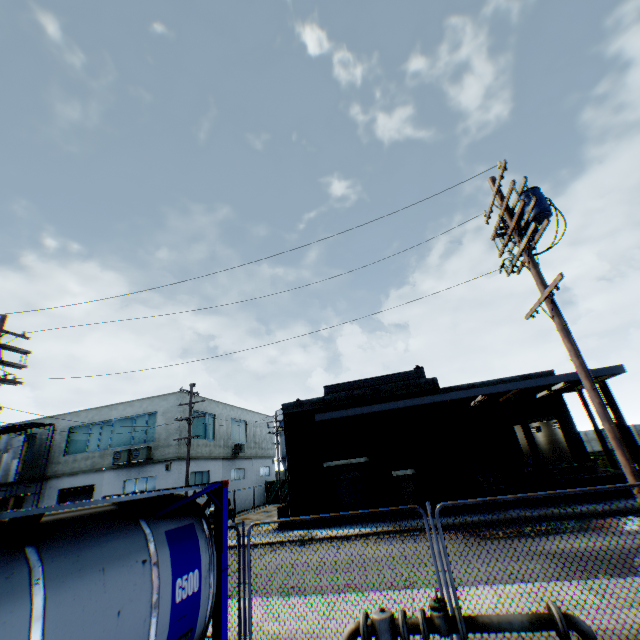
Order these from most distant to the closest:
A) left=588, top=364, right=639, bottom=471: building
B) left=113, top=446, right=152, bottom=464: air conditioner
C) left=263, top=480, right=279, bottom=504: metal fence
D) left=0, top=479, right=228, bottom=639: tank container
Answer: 1. left=263, top=480, right=279, bottom=504: metal fence
2. left=113, top=446, right=152, bottom=464: air conditioner
3. left=588, top=364, right=639, bottom=471: building
4. left=0, top=479, right=228, bottom=639: tank container

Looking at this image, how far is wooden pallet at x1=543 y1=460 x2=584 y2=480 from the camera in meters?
16.3 m

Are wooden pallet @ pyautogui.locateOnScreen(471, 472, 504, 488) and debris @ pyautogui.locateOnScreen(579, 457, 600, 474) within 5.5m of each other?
yes

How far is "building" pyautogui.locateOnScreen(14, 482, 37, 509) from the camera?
26.0m

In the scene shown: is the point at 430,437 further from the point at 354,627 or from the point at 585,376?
the point at 354,627

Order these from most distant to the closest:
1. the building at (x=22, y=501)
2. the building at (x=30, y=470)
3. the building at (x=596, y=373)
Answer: the building at (x=30, y=470)
the building at (x=22, y=501)
the building at (x=596, y=373)

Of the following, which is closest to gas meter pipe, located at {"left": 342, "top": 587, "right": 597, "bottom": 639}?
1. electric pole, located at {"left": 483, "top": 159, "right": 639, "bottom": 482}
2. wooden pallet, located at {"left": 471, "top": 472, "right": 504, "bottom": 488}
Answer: electric pole, located at {"left": 483, "top": 159, "right": 639, "bottom": 482}

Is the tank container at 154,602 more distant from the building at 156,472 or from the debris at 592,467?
the debris at 592,467
